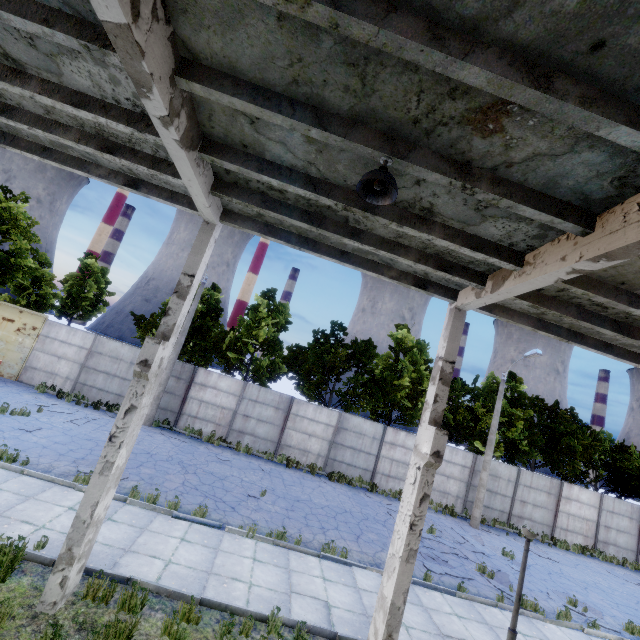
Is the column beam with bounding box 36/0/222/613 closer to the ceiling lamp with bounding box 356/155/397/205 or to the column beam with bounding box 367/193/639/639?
the ceiling lamp with bounding box 356/155/397/205

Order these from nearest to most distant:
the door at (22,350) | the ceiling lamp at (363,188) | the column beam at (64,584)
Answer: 1. the column beam at (64,584)
2. the ceiling lamp at (363,188)
3. the door at (22,350)

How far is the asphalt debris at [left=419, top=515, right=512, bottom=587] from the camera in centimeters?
1163cm

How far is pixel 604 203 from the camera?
4.1 meters

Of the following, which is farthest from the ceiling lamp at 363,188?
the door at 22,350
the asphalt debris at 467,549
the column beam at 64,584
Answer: the door at 22,350

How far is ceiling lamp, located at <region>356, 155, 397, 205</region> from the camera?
3.83m

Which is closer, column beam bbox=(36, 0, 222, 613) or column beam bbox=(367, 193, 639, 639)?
column beam bbox=(36, 0, 222, 613)

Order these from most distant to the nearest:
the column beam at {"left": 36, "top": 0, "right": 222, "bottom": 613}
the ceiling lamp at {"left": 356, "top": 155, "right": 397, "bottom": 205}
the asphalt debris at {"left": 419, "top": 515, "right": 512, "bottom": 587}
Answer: the asphalt debris at {"left": 419, "top": 515, "right": 512, "bottom": 587}, the ceiling lamp at {"left": 356, "top": 155, "right": 397, "bottom": 205}, the column beam at {"left": 36, "top": 0, "right": 222, "bottom": 613}
